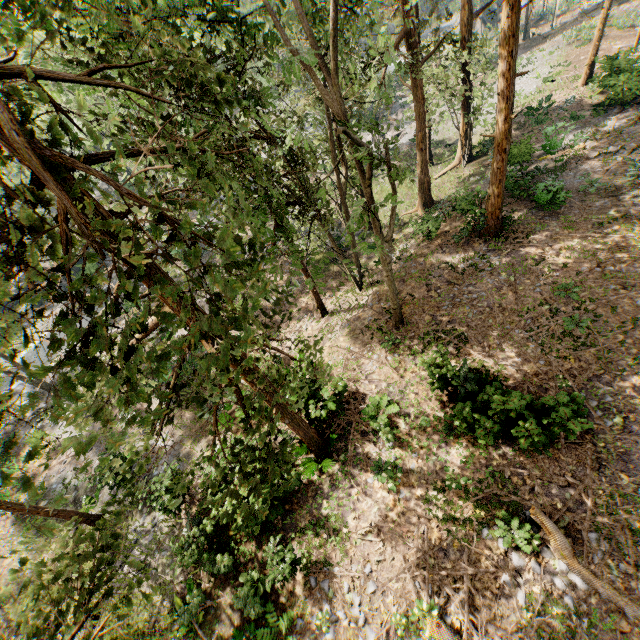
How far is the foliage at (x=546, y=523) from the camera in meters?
8.0

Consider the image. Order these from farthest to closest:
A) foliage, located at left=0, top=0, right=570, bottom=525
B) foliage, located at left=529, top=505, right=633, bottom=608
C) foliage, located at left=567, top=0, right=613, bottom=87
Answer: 1. foliage, located at left=567, top=0, right=613, bottom=87
2. foliage, located at left=529, top=505, right=633, bottom=608
3. foliage, located at left=0, top=0, right=570, bottom=525

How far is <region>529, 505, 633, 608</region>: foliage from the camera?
7.99m

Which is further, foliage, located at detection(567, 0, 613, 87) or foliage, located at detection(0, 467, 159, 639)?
foliage, located at detection(567, 0, 613, 87)

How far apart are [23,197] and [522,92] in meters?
41.5

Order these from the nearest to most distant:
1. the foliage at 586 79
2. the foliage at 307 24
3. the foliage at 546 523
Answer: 1. the foliage at 307 24
2. the foliage at 546 523
3. the foliage at 586 79
